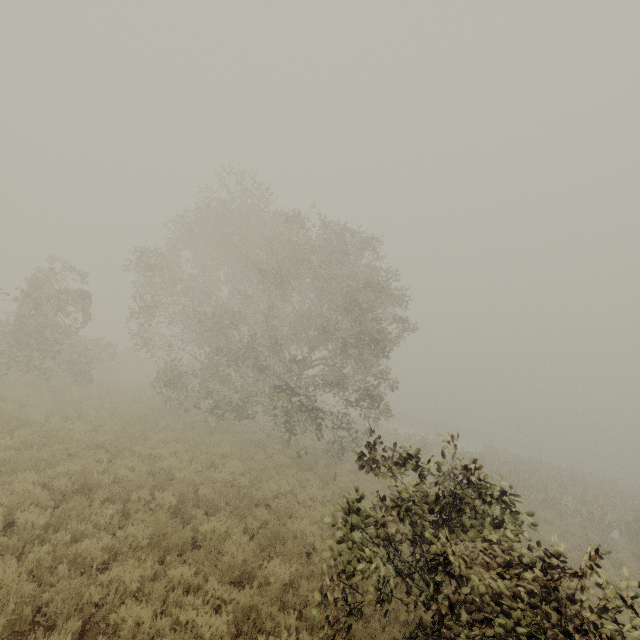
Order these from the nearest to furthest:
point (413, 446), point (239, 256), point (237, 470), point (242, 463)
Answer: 1. point (413, 446)
2. point (237, 470)
3. point (242, 463)
4. point (239, 256)
